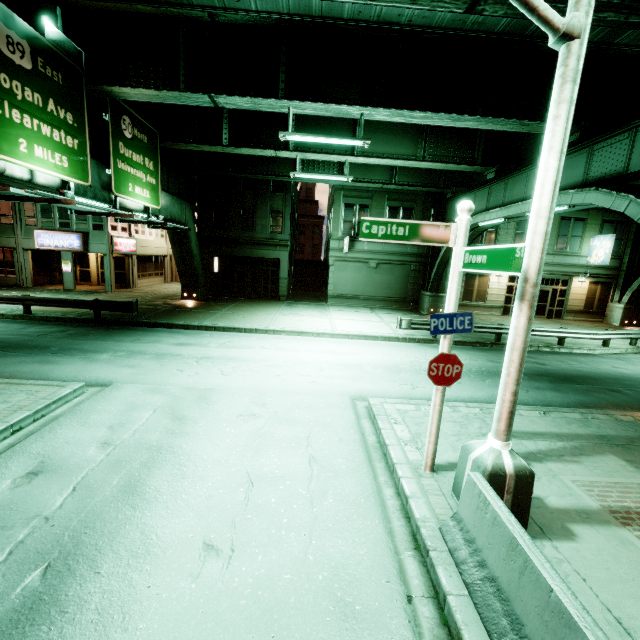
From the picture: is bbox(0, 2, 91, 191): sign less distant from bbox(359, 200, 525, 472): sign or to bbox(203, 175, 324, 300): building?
bbox(359, 200, 525, 472): sign

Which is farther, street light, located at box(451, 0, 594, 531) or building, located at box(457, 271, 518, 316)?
building, located at box(457, 271, 518, 316)

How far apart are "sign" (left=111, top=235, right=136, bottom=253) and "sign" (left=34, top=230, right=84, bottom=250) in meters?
1.8 m

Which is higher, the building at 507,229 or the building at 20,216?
the building at 507,229

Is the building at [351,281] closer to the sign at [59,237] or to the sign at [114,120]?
the sign at [114,120]

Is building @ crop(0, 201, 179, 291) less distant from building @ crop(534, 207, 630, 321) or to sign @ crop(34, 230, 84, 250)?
sign @ crop(34, 230, 84, 250)

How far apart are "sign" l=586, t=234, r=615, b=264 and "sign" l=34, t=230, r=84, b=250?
40.1 meters

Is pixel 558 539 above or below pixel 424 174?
below
